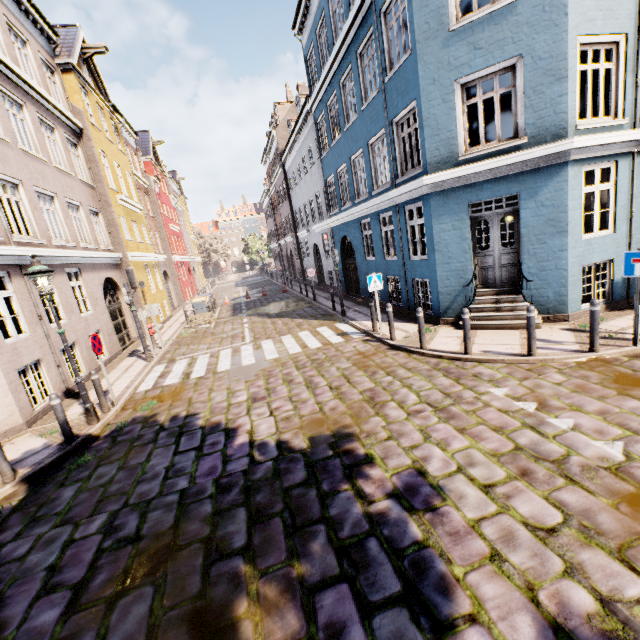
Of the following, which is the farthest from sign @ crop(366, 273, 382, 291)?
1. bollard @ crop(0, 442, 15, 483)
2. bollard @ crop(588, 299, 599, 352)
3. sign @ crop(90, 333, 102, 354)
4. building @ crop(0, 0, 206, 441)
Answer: bollard @ crop(0, 442, 15, 483)

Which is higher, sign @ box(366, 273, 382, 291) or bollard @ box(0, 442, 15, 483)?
sign @ box(366, 273, 382, 291)

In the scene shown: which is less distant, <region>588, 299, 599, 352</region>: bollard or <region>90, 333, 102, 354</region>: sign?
<region>588, 299, 599, 352</region>: bollard

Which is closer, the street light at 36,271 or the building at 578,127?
the street light at 36,271

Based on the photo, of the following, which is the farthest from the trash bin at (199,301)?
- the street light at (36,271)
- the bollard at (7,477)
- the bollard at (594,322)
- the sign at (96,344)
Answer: the bollard at (594,322)

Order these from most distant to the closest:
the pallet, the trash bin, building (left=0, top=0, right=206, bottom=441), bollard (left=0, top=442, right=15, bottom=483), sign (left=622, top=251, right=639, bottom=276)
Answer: the trash bin → the pallet → building (left=0, top=0, right=206, bottom=441) → sign (left=622, top=251, right=639, bottom=276) → bollard (left=0, top=442, right=15, bottom=483)

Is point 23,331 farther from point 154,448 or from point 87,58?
point 87,58

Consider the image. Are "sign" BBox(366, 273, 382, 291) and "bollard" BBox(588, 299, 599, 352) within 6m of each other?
yes
